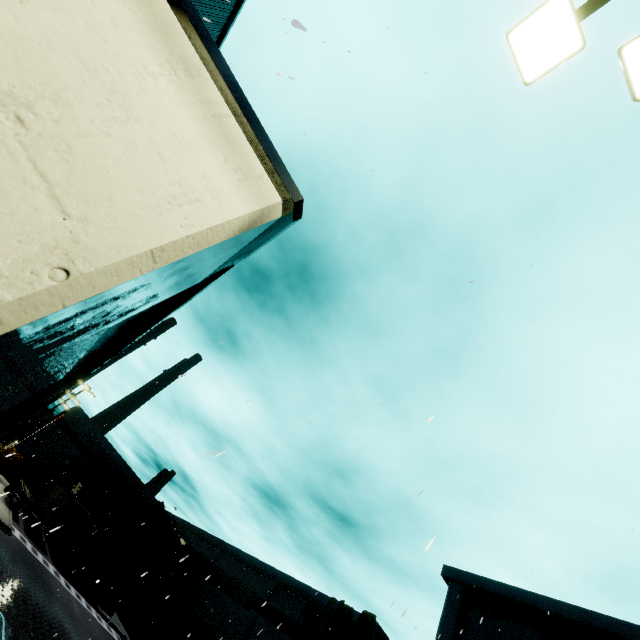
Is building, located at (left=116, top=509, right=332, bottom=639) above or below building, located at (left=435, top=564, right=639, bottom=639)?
below

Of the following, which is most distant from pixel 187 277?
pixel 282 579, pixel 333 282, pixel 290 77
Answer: pixel 282 579

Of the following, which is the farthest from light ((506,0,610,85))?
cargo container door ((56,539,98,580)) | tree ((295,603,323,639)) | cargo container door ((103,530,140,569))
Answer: cargo container door ((56,539,98,580))

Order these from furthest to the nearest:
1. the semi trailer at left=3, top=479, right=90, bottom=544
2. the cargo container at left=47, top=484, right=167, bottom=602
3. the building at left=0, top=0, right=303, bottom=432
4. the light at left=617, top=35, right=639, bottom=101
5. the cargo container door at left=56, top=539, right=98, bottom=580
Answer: the cargo container at left=47, top=484, right=167, bottom=602
the semi trailer at left=3, top=479, right=90, bottom=544
the cargo container door at left=56, top=539, right=98, bottom=580
the light at left=617, top=35, right=639, bottom=101
the building at left=0, top=0, right=303, bottom=432

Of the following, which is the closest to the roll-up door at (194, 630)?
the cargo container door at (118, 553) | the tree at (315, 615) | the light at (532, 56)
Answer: the cargo container door at (118, 553)

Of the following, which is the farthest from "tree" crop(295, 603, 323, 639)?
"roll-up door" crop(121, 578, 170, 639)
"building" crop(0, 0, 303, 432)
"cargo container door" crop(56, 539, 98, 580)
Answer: "cargo container door" crop(56, 539, 98, 580)

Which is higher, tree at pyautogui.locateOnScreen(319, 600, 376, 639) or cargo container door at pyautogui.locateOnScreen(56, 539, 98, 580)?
tree at pyautogui.locateOnScreen(319, 600, 376, 639)

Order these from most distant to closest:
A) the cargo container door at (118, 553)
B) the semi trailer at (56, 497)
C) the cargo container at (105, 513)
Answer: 1. the cargo container door at (118, 553)
2. the cargo container at (105, 513)
3. the semi trailer at (56, 497)
